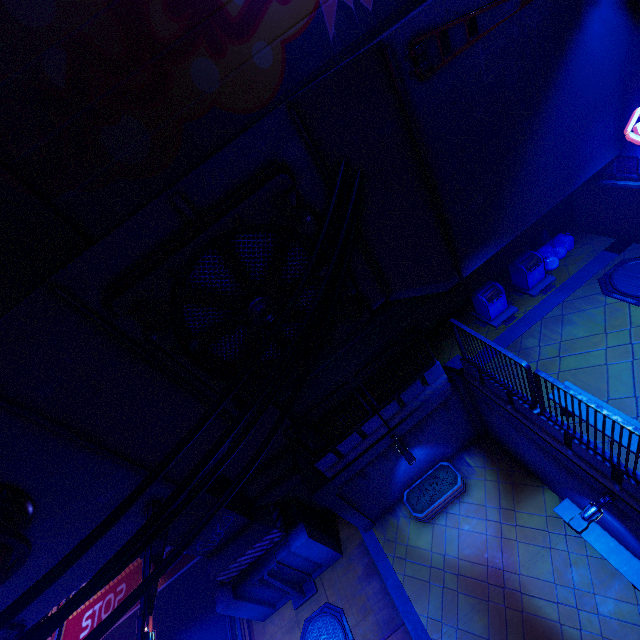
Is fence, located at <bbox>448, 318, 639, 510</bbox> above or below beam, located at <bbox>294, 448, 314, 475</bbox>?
above

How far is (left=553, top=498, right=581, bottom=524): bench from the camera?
9.55m

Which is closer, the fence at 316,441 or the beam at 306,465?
the fence at 316,441

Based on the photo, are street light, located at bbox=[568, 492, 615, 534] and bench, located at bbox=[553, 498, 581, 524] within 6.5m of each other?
yes

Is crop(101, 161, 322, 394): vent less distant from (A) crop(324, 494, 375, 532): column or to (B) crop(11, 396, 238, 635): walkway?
(B) crop(11, 396, 238, 635): walkway

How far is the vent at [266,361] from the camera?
7.42m

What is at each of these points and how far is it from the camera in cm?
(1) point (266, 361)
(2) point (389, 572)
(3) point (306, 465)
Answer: (1) vent, 826
(2) beam, 1145
(3) beam, 1116

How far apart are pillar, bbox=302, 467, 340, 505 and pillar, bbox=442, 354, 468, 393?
5.2m
